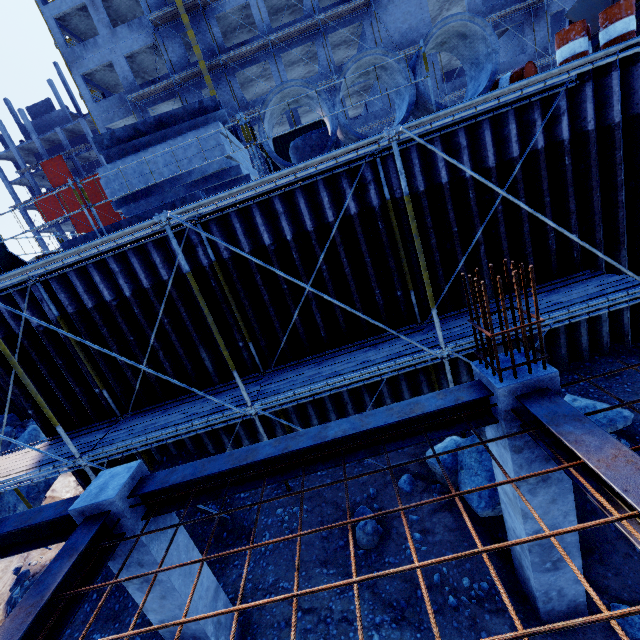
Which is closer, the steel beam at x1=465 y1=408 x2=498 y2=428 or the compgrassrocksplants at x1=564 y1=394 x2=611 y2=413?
the steel beam at x1=465 y1=408 x2=498 y2=428

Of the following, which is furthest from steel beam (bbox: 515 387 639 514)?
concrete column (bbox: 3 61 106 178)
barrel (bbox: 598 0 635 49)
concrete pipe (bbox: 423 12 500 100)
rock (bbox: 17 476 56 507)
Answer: concrete column (bbox: 3 61 106 178)

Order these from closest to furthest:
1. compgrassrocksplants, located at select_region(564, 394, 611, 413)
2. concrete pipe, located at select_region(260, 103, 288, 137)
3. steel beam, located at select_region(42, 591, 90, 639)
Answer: steel beam, located at select_region(42, 591, 90, 639), compgrassrocksplants, located at select_region(564, 394, 611, 413), concrete pipe, located at select_region(260, 103, 288, 137)

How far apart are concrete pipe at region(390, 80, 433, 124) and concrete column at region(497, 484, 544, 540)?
5.4m

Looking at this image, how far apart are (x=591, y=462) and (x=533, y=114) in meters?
6.9 m

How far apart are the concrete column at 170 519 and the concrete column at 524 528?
4.4 meters

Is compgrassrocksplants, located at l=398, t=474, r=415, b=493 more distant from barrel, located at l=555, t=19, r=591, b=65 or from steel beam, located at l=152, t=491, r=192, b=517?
barrel, located at l=555, t=19, r=591, b=65

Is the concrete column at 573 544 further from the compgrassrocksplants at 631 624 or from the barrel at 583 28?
the barrel at 583 28
